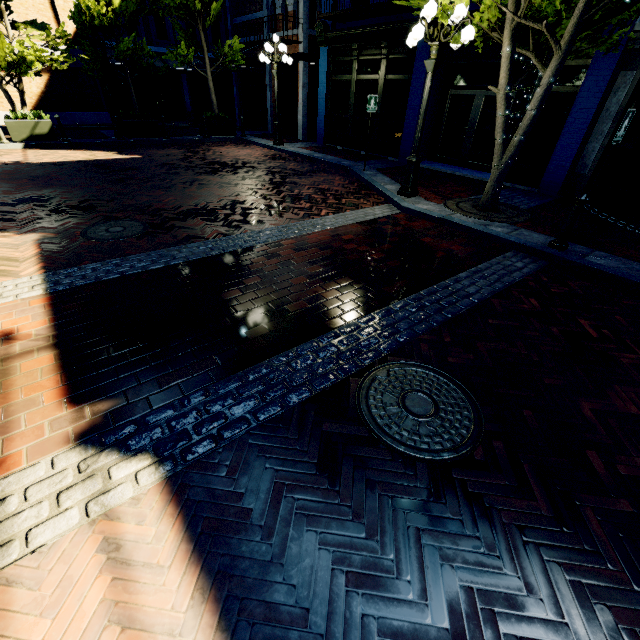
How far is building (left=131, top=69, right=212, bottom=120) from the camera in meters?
19.7 m

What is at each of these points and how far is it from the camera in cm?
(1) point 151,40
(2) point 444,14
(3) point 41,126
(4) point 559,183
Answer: (1) building, 1867
(2) tree, 595
(3) planter, 1166
(4) building, 836

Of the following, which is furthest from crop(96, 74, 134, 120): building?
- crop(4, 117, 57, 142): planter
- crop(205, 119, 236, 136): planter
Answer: crop(4, 117, 57, 142): planter

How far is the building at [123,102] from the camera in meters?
18.5

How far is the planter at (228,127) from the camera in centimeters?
1505cm

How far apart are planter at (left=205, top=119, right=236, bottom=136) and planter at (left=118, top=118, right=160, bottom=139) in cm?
229

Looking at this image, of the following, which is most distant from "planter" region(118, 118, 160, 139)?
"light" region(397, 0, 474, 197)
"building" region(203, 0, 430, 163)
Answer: "light" region(397, 0, 474, 197)
